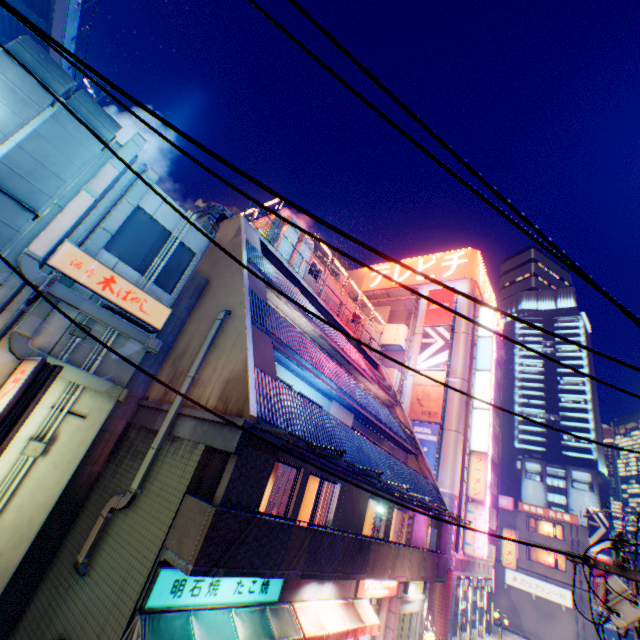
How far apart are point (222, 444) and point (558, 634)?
47.2m

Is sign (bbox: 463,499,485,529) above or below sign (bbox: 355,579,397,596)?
above

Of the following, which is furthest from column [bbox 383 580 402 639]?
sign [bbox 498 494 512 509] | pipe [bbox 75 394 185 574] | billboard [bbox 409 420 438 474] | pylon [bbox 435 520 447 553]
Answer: sign [bbox 498 494 512 509]

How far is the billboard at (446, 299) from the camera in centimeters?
3075cm

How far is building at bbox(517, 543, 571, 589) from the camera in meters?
34.8

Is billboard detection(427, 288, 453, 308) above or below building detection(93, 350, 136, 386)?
above

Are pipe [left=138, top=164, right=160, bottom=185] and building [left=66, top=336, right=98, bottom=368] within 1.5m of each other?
yes

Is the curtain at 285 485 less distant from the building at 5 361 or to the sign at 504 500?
the building at 5 361
